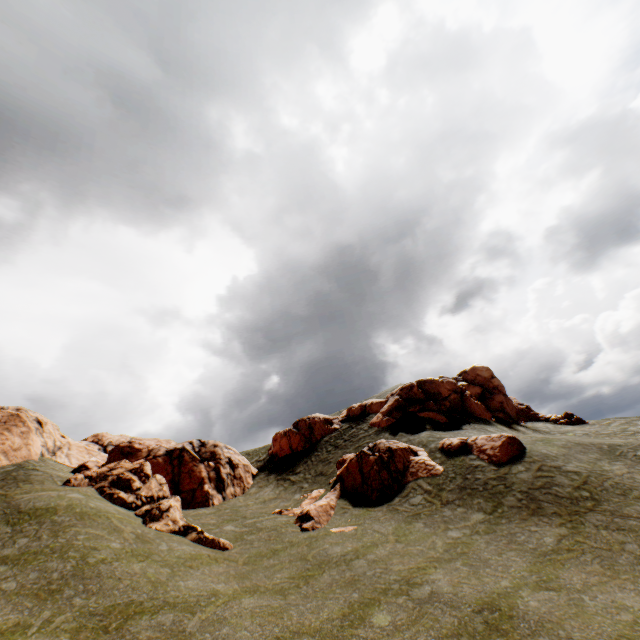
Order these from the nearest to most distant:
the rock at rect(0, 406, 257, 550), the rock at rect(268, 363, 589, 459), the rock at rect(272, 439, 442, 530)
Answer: the rock at rect(0, 406, 257, 550)
the rock at rect(272, 439, 442, 530)
the rock at rect(268, 363, 589, 459)

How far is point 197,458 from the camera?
27.2m

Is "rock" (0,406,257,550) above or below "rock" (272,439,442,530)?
above

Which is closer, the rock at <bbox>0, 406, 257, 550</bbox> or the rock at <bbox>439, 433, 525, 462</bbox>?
the rock at <bbox>0, 406, 257, 550</bbox>

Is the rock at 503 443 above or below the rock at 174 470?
below

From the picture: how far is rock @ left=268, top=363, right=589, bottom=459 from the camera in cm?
3051

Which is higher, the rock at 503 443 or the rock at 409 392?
the rock at 409 392
